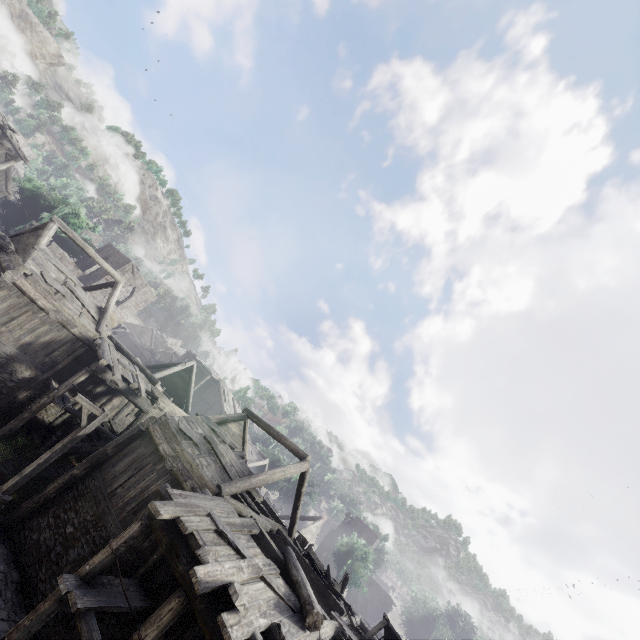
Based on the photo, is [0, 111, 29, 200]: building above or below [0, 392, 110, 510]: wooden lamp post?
above

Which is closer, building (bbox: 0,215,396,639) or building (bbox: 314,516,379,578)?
building (bbox: 0,215,396,639)

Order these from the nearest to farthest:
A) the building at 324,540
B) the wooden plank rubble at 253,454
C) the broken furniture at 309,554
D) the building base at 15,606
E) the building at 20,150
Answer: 1. the building base at 15,606
2. the broken furniture at 309,554
3. the building at 20,150
4. the wooden plank rubble at 253,454
5. the building at 324,540

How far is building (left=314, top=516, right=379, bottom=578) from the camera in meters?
46.8 m

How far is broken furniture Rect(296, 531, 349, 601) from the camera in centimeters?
1352cm

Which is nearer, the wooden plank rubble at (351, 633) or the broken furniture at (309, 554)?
the wooden plank rubble at (351, 633)

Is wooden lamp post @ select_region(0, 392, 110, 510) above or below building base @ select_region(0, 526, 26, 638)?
above

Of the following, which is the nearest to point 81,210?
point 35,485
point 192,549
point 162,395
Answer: point 162,395
